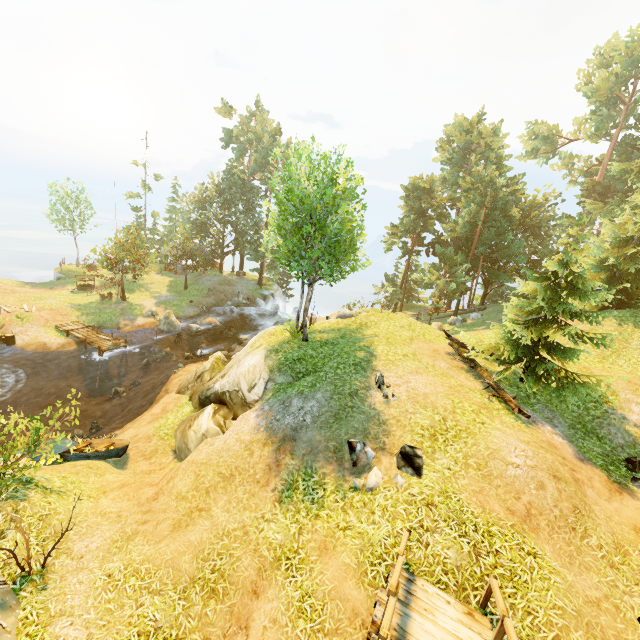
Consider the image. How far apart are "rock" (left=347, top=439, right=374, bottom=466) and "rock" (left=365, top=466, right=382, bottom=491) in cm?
35

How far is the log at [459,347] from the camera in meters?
10.9

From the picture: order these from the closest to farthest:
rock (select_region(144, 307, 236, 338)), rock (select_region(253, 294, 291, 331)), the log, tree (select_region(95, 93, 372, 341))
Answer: the log
tree (select_region(95, 93, 372, 341))
rock (select_region(144, 307, 236, 338))
rock (select_region(253, 294, 291, 331))

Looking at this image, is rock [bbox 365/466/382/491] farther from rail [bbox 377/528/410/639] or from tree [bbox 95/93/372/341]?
tree [bbox 95/93/372/341]

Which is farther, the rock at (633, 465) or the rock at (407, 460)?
the rock at (633, 465)

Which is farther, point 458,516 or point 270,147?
point 270,147

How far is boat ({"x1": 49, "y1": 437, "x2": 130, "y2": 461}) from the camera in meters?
13.3 m

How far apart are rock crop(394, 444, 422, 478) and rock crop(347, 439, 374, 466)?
0.51m
